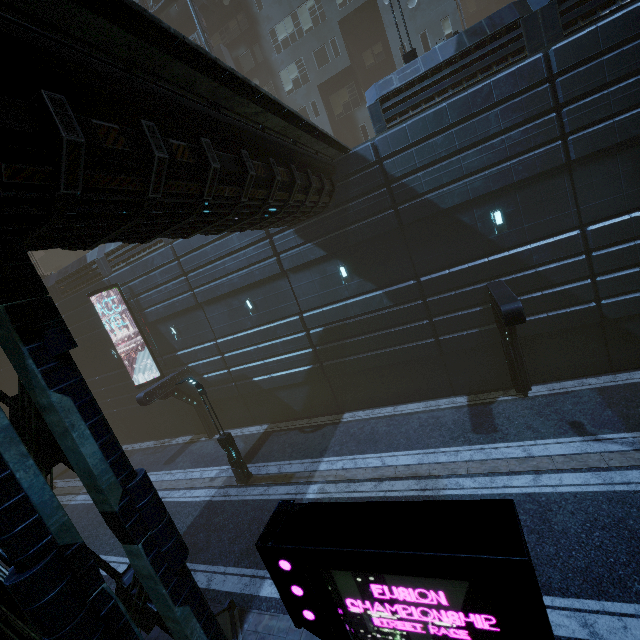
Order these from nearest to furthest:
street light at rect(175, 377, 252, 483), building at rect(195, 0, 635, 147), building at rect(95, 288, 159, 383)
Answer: building at rect(195, 0, 635, 147)
street light at rect(175, 377, 252, 483)
building at rect(95, 288, 159, 383)

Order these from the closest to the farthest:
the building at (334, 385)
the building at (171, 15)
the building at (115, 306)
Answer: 1. the building at (334, 385)
2. the building at (115, 306)
3. the building at (171, 15)

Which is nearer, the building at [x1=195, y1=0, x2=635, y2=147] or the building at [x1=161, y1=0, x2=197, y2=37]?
the building at [x1=195, y1=0, x2=635, y2=147]

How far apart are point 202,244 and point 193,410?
11.44m

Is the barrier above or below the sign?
below

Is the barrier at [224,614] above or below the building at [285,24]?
below

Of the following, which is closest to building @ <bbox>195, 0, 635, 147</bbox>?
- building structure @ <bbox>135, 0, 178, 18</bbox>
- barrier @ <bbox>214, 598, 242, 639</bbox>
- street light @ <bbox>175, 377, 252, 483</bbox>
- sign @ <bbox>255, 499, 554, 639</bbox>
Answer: building structure @ <bbox>135, 0, 178, 18</bbox>

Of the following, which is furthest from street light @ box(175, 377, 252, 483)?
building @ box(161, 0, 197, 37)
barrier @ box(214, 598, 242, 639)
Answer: barrier @ box(214, 598, 242, 639)
